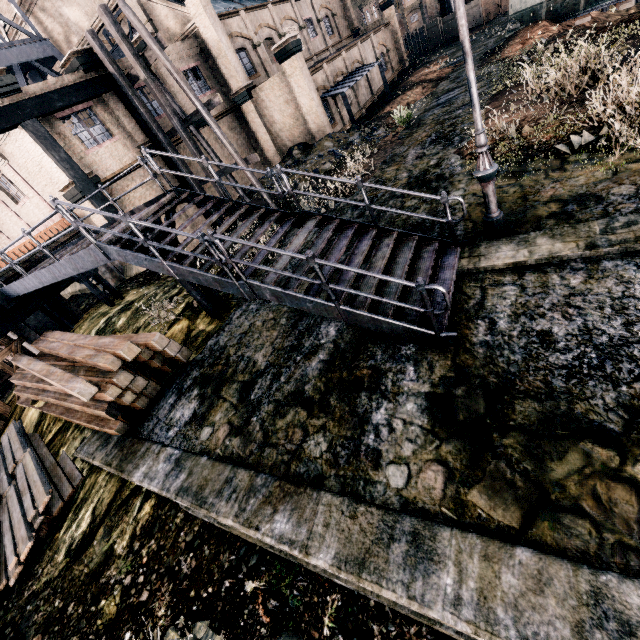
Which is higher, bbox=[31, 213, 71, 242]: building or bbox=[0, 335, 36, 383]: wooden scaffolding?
bbox=[31, 213, 71, 242]: building

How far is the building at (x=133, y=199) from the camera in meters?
17.8

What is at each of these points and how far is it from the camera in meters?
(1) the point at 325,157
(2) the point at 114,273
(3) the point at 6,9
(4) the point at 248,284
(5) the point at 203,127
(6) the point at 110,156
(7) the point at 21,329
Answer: (1) stone debris, 19.6
(2) building, 20.3
(3) building, 25.5
(4) stairs, 6.8
(5) building, 22.0
(6) building, 17.2
(7) building, 16.1

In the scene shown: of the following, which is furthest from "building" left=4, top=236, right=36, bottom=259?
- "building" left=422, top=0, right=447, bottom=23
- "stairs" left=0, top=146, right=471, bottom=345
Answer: "building" left=422, top=0, right=447, bottom=23

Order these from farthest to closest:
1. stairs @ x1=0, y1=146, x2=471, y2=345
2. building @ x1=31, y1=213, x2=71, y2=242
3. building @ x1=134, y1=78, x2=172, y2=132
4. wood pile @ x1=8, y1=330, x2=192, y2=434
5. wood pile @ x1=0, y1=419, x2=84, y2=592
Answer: building @ x1=134, y1=78, x2=172, y2=132 < building @ x1=31, y1=213, x2=71, y2=242 < wood pile @ x1=8, y1=330, x2=192, y2=434 < wood pile @ x1=0, y1=419, x2=84, y2=592 < stairs @ x1=0, y1=146, x2=471, y2=345

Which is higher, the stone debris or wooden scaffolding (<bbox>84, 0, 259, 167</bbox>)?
wooden scaffolding (<bbox>84, 0, 259, 167</bbox>)

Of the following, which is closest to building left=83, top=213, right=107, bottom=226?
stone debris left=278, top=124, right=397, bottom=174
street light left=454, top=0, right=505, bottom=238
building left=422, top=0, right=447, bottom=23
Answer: stone debris left=278, top=124, right=397, bottom=174

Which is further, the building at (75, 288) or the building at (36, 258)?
the building at (75, 288)
